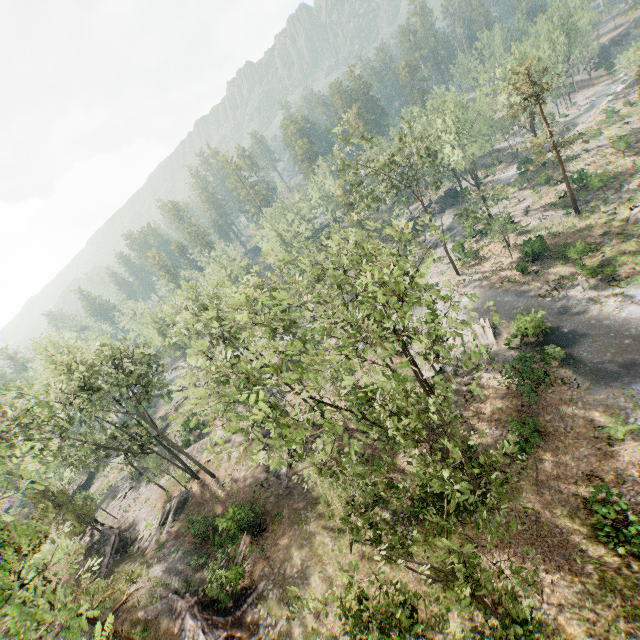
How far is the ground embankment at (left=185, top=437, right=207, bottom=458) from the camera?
38.8m

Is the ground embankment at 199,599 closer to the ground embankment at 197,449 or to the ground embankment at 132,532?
the ground embankment at 132,532

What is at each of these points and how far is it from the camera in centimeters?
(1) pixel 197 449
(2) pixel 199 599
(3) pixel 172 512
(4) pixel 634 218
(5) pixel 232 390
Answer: (1) ground embankment, 4053cm
(2) ground embankment, 2077cm
(3) foliage, 3097cm
(4) foliage, 3166cm
(5) foliage, 2486cm

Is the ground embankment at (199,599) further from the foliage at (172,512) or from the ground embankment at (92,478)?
the ground embankment at (92,478)

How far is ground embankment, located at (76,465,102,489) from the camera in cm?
5350

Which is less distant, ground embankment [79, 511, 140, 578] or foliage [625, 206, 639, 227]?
ground embankment [79, 511, 140, 578]

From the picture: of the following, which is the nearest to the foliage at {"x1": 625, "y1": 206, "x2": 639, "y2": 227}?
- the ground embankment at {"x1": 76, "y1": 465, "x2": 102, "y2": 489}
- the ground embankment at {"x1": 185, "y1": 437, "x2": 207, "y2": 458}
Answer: the ground embankment at {"x1": 185, "y1": 437, "x2": 207, "y2": 458}

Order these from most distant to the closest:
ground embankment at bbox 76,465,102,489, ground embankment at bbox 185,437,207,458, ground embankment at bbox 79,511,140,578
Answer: ground embankment at bbox 76,465,102,489 → ground embankment at bbox 185,437,207,458 → ground embankment at bbox 79,511,140,578
